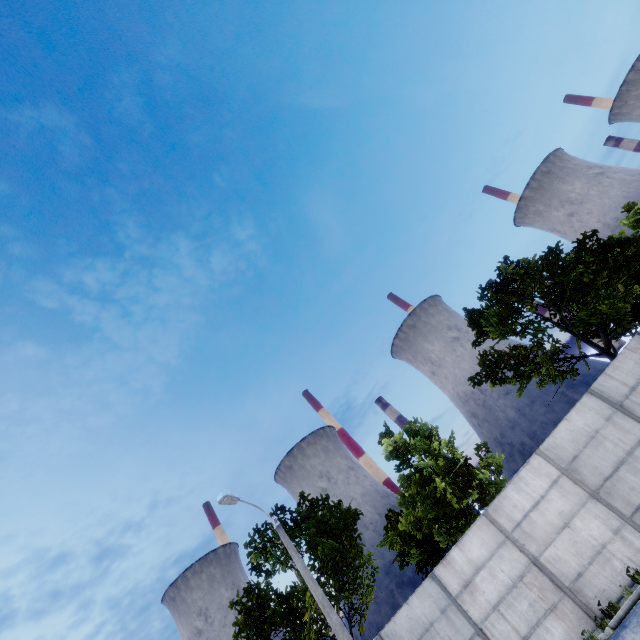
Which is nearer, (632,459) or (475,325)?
(632,459)
